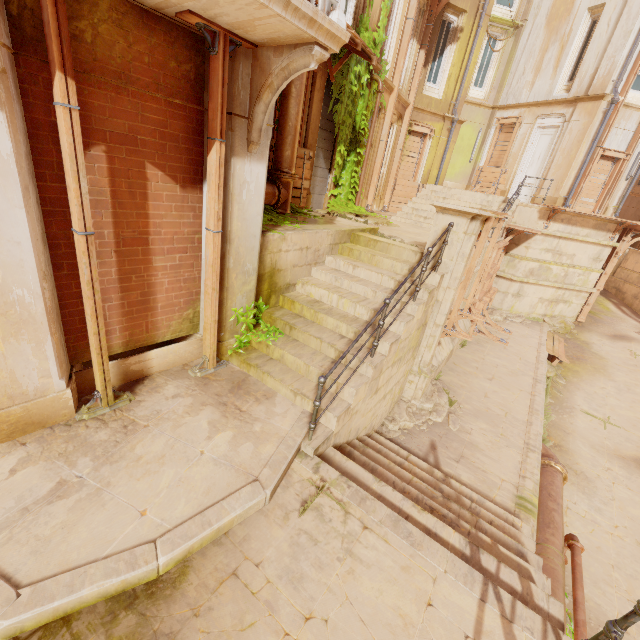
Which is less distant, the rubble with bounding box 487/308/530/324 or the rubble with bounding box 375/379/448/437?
the rubble with bounding box 375/379/448/437

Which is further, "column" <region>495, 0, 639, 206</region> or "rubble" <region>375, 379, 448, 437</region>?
"column" <region>495, 0, 639, 206</region>

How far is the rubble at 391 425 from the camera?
6.8 meters

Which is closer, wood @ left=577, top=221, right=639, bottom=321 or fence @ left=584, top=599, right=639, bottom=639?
fence @ left=584, top=599, right=639, bottom=639

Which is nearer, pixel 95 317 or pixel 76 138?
pixel 76 138

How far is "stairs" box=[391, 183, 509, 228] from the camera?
13.64m

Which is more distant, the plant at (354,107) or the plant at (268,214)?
the plant at (354,107)

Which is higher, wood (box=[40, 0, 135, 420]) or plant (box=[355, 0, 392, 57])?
plant (box=[355, 0, 392, 57])
